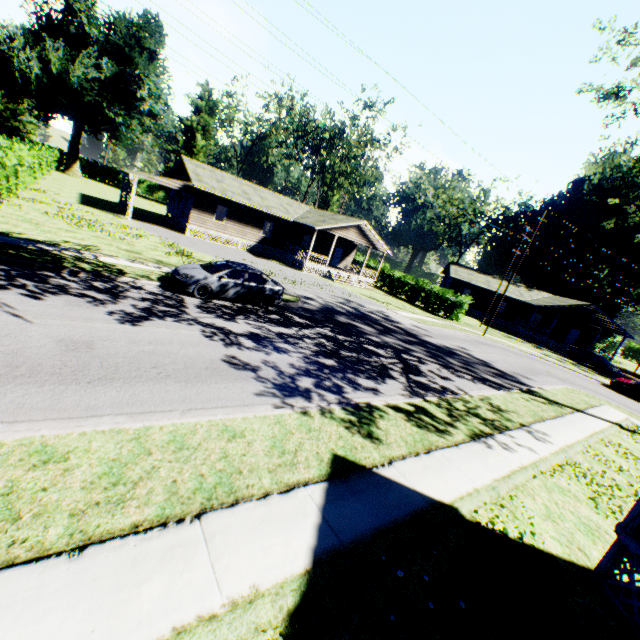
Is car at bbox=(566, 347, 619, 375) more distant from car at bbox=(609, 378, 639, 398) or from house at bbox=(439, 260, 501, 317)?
car at bbox=(609, 378, 639, 398)

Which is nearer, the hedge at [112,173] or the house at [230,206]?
the house at [230,206]

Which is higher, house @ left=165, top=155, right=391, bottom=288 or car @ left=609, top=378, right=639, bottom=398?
house @ left=165, top=155, right=391, bottom=288

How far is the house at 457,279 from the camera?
45.6m

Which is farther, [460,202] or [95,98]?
[460,202]

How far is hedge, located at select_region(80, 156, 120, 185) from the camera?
56.2 meters

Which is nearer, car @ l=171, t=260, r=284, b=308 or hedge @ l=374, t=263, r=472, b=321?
car @ l=171, t=260, r=284, b=308

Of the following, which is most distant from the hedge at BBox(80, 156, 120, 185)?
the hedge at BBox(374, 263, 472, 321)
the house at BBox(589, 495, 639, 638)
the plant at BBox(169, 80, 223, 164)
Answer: the house at BBox(589, 495, 639, 638)
